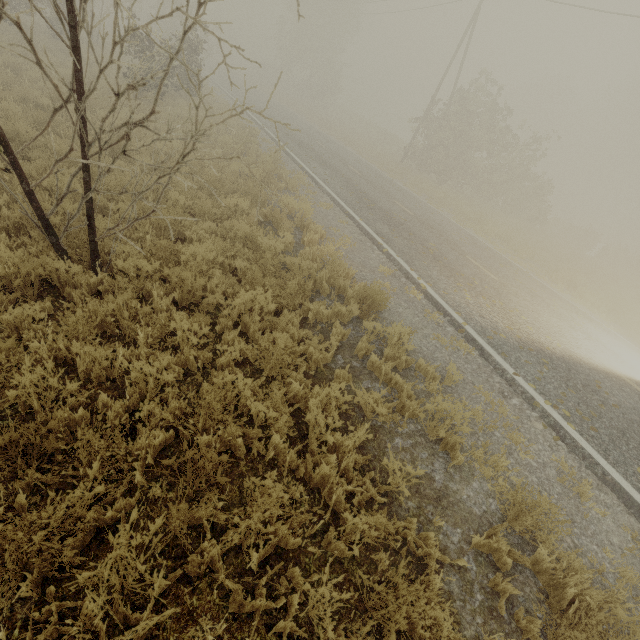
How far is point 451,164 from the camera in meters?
24.6 m

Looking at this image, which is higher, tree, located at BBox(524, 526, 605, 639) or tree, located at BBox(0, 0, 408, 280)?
tree, located at BBox(0, 0, 408, 280)

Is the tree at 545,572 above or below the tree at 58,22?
below
